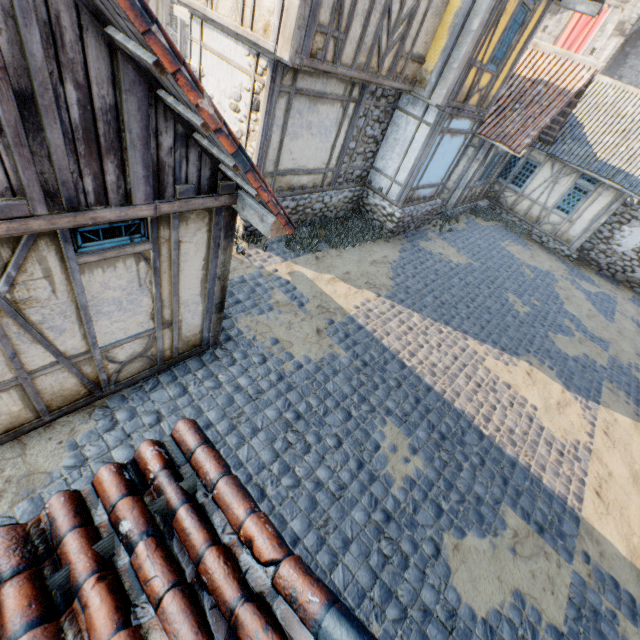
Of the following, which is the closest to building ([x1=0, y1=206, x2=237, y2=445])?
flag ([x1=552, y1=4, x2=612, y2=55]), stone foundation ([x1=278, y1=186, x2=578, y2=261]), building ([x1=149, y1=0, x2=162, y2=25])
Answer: stone foundation ([x1=278, y1=186, x2=578, y2=261])

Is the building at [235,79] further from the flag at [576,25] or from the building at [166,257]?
the flag at [576,25]

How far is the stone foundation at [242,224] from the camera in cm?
814

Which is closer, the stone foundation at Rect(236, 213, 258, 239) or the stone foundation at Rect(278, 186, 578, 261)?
the stone foundation at Rect(236, 213, 258, 239)

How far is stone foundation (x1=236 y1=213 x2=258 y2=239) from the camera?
8.1 meters

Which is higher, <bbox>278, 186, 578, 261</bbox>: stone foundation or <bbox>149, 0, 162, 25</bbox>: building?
<bbox>149, 0, 162, 25</bbox>: building

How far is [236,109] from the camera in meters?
7.3
